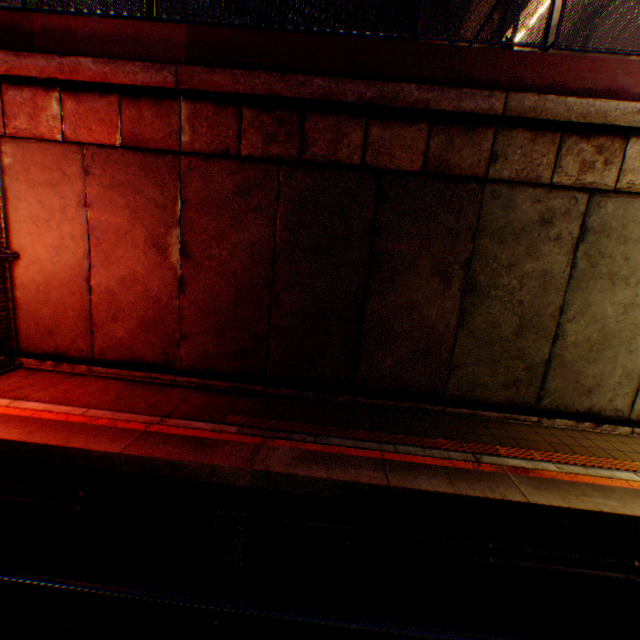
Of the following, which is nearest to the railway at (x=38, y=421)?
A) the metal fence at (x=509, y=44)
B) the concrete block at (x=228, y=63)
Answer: the metal fence at (x=509, y=44)

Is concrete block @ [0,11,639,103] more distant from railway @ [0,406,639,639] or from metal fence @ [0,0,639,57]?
railway @ [0,406,639,639]

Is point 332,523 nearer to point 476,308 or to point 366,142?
point 476,308

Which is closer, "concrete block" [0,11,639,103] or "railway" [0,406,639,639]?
"railway" [0,406,639,639]

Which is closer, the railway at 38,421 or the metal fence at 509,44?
the railway at 38,421

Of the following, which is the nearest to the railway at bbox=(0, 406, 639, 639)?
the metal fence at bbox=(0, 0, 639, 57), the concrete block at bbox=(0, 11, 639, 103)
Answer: the metal fence at bbox=(0, 0, 639, 57)
